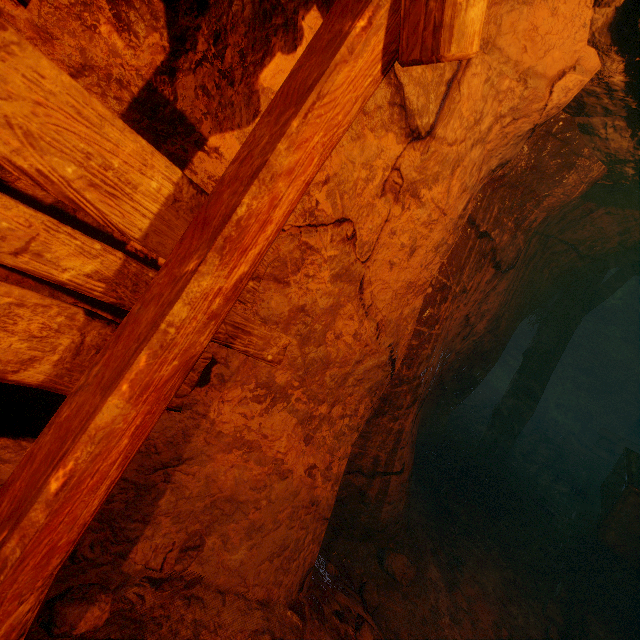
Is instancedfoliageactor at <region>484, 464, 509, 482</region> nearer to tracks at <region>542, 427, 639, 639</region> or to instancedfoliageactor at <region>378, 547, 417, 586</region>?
tracks at <region>542, 427, 639, 639</region>

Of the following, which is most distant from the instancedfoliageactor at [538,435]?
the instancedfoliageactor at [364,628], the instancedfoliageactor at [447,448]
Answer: the instancedfoliageactor at [364,628]

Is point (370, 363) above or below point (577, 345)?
below

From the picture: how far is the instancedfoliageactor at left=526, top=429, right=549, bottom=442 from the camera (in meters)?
7.72

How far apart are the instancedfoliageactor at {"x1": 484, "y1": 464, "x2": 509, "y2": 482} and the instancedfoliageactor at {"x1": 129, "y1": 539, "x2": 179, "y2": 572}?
5.03m

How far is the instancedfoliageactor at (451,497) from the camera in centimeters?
422cm

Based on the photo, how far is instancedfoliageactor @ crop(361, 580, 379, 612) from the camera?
2.8m

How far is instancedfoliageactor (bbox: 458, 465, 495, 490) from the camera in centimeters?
492cm
